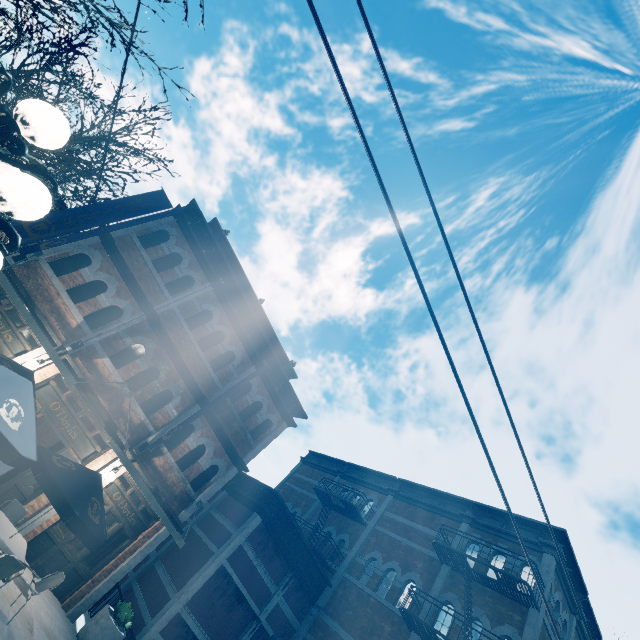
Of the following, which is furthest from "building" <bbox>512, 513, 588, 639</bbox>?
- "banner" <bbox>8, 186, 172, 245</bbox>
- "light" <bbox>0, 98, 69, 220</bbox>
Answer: "light" <bbox>0, 98, 69, 220</bbox>

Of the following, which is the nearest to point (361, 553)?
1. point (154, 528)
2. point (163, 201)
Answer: point (154, 528)

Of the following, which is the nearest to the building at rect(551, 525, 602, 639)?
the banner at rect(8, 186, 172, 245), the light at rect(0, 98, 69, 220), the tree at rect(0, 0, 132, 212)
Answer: the banner at rect(8, 186, 172, 245)

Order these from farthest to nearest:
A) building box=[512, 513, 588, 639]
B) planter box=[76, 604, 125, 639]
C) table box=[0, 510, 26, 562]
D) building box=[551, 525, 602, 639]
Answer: building box=[551, 525, 602, 639], building box=[512, 513, 588, 639], planter box=[76, 604, 125, 639], table box=[0, 510, 26, 562]

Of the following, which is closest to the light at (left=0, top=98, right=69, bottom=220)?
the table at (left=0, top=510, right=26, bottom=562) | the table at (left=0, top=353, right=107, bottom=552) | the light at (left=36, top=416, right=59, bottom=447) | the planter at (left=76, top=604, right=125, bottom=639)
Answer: the table at (left=0, top=353, right=107, bottom=552)

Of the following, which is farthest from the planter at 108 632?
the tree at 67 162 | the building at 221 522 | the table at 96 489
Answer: the tree at 67 162

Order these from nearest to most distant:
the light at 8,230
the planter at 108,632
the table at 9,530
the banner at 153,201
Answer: the light at 8,230
the table at 9,530
the planter at 108,632
the banner at 153,201

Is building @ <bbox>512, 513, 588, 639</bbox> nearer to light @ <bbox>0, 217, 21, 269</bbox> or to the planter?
the planter
